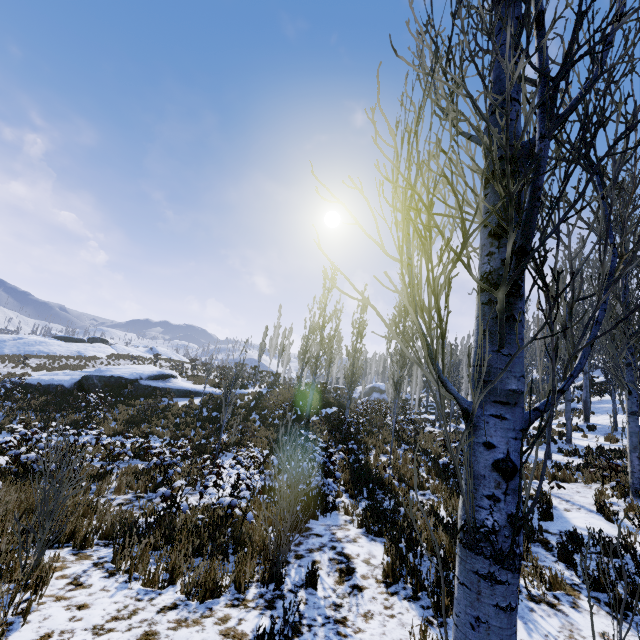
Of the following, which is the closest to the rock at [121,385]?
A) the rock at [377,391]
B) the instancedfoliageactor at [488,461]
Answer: the instancedfoliageactor at [488,461]

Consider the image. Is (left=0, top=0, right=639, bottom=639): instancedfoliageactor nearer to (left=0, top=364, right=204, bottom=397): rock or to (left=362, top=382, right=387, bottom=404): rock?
(left=362, top=382, right=387, bottom=404): rock

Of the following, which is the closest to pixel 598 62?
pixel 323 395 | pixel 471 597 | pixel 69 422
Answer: pixel 471 597

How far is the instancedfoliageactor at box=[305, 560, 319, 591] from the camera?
4.64m

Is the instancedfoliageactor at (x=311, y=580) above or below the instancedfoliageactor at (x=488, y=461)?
below

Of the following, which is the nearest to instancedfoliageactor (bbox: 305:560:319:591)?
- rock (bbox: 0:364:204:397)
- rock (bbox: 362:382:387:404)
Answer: rock (bbox: 362:382:387:404)
